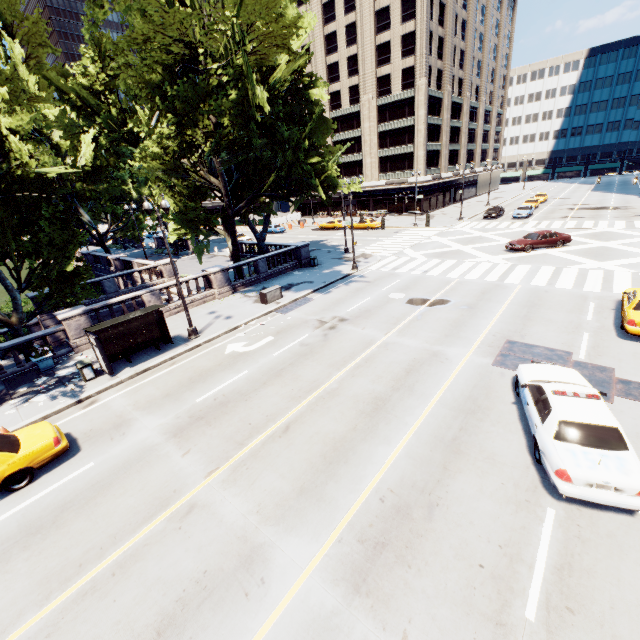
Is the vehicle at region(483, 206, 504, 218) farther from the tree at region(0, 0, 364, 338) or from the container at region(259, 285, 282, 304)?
the container at region(259, 285, 282, 304)

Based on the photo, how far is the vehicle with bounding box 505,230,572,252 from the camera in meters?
27.1

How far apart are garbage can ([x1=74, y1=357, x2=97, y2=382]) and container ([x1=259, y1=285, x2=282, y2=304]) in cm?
1020

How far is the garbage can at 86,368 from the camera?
14.4 meters

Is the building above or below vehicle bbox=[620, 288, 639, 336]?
above

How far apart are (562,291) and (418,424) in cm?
1502

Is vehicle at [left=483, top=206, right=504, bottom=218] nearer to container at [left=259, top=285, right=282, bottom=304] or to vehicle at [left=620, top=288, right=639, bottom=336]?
vehicle at [left=620, top=288, right=639, bottom=336]

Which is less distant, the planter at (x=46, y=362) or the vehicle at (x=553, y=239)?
the planter at (x=46, y=362)
